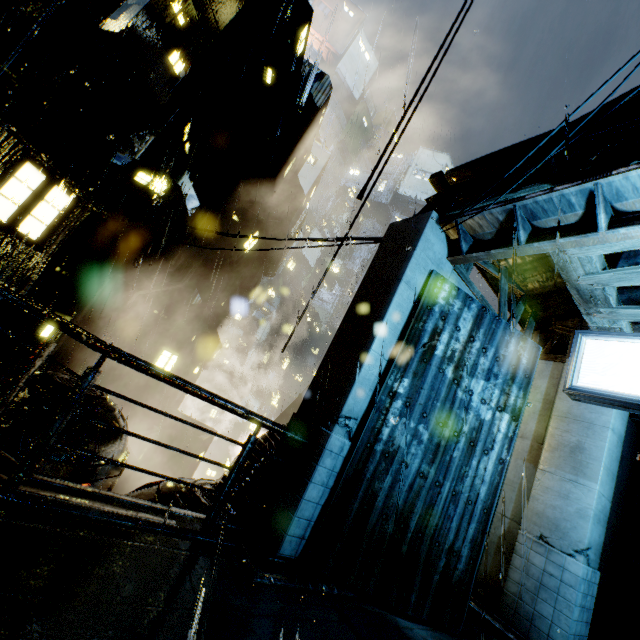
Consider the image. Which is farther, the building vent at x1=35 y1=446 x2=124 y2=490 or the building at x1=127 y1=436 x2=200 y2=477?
the building at x1=127 y1=436 x2=200 y2=477

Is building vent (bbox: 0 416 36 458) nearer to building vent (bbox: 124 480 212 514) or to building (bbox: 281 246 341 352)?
building (bbox: 281 246 341 352)

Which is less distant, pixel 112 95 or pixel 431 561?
pixel 431 561

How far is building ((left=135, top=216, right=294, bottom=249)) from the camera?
15.53m

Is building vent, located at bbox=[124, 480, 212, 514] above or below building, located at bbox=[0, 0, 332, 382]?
below

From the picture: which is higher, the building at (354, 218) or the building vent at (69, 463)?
the building at (354, 218)

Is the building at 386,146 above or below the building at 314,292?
above

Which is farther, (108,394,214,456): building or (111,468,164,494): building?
(108,394,214,456): building
